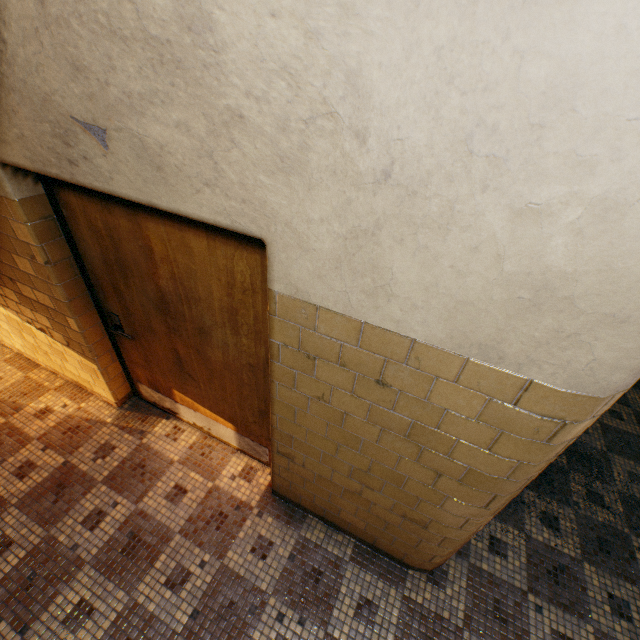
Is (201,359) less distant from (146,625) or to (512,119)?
(146,625)

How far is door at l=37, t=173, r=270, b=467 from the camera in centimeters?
168cm

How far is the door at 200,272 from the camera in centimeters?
168cm
